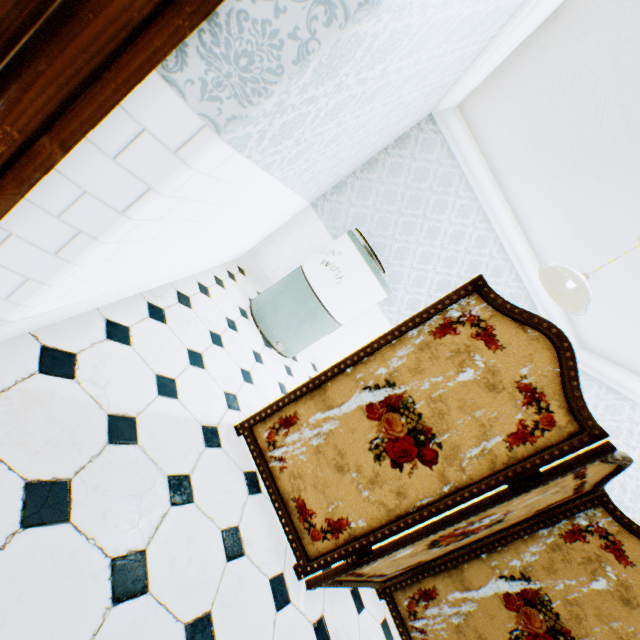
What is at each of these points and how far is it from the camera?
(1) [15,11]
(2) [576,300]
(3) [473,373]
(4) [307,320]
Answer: (1) childactor, 0.7 meters
(2) ceiling light, 2.7 meters
(3) folding screen, 1.8 meters
(4) washing machine, 3.5 meters

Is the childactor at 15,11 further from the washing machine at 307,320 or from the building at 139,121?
the washing machine at 307,320

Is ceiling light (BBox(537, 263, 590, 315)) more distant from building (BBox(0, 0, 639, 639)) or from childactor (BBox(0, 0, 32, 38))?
childactor (BBox(0, 0, 32, 38))

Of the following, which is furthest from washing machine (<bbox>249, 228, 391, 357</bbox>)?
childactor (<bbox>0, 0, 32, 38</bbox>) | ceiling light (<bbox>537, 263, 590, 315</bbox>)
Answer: childactor (<bbox>0, 0, 32, 38</bbox>)

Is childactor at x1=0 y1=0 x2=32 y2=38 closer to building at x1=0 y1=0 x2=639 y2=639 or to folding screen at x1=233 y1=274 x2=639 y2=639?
building at x1=0 y1=0 x2=639 y2=639

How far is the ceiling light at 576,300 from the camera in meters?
2.4

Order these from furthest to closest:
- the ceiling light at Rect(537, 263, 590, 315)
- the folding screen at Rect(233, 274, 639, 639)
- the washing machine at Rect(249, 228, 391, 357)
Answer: the washing machine at Rect(249, 228, 391, 357), the ceiling light at Rect(537, 263, 590, 315), the folding screen at Rect(233, 274, 639, 639)

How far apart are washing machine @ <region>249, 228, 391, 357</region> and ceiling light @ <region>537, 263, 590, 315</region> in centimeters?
135cm
